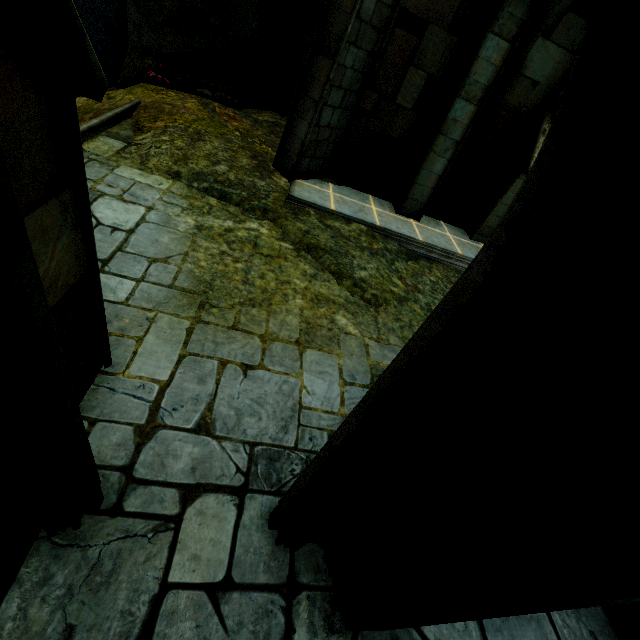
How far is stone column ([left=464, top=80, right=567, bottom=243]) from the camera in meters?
7.3

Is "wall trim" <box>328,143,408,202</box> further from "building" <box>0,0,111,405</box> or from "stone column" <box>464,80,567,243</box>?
"building" <box>0,0,111,405</box>

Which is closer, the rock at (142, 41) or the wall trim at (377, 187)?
the wall trim at (377, 187)

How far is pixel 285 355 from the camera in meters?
4.1

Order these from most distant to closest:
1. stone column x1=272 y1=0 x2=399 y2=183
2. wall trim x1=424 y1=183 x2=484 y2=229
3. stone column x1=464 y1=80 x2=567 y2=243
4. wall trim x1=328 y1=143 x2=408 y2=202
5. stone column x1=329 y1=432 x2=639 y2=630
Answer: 1. wall trim x1=424 y1=183 x2=484 y2=229
2. wall trim x1=328 y1=143 x2=408 y2=202
3. stone column x1=464 y1=80 x2=567 y2=243
4. stone column x1=272 y1=0 x2=399 y2=183
5. stone column x1=329 y1=432 x2=639 y2=630

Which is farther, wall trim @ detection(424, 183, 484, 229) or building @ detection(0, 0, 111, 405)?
wall trim @ detection(424, 183, 484, 229)

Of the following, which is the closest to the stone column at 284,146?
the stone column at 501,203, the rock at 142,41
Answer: the rock at 142,41

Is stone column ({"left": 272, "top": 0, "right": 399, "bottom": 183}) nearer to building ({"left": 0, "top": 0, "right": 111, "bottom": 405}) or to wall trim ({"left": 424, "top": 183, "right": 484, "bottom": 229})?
wall trim ({"left": 424, "top": 183, "right": 484, "bottom": 229})
